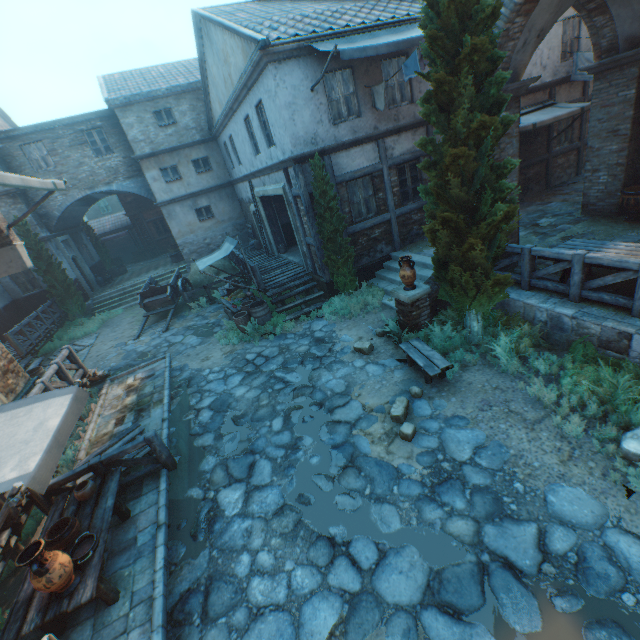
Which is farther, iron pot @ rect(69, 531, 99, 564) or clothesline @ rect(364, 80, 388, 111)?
clothesline @ rect(364, 80, 388, 111)

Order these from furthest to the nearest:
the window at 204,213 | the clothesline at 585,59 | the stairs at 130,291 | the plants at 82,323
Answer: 1. the window at 204,213
2. the stairs at 130,291
3. the plants at 82,323
4. the clothesline at 585,59

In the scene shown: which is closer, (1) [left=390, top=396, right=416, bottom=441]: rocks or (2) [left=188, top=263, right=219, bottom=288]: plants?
(1) [left=390, top=396, right=416, bottom=441]: rocks

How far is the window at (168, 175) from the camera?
18.3 meters

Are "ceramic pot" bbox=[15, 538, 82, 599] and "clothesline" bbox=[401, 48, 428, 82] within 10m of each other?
no

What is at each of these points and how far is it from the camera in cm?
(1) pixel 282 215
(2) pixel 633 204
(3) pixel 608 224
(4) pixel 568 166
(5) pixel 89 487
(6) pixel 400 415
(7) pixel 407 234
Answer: (1) building, 1616
(2) ceramic pot, 841
(3) straw, 901
(4) building, 1420
(5) ceramic bowl, 535
(6) rocks, 590
(7) building, 1198

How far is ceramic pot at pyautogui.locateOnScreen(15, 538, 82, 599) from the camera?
3.75m

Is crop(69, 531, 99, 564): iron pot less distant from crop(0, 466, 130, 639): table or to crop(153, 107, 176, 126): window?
crop(0, 466, 130, 639): table
